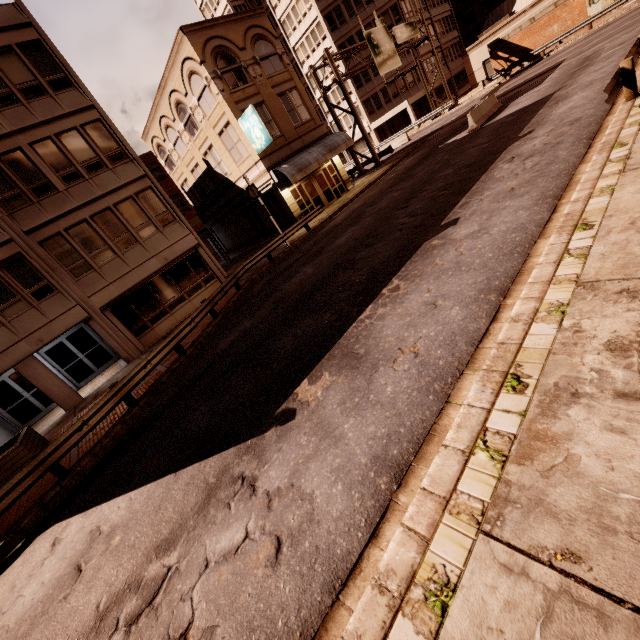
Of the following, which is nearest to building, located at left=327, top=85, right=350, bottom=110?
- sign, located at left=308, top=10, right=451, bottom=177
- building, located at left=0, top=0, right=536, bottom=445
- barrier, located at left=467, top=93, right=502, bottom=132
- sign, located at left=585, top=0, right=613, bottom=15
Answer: sign, located at left=308, top=10, right=451, bottom=177

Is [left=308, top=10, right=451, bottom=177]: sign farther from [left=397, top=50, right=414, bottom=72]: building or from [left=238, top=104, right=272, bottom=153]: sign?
[left=238, top=104, right=272, bottom=153]: sign

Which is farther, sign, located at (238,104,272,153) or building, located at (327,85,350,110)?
building, located at (327,85,350,110)

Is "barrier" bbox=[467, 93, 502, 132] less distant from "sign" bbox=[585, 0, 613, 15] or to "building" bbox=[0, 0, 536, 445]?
"building" bbox=[0, 0, 536, 445]

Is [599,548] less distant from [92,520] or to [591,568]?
[591,568]

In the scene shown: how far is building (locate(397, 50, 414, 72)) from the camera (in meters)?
44.88

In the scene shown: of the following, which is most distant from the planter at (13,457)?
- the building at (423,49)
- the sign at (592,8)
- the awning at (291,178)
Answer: the building at (423,49)

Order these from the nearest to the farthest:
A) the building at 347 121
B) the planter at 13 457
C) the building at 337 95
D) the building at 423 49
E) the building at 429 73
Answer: the planter at 13 457
the building at 423 49
the building at 429 73
the building at 337 95
the building at 347 121
